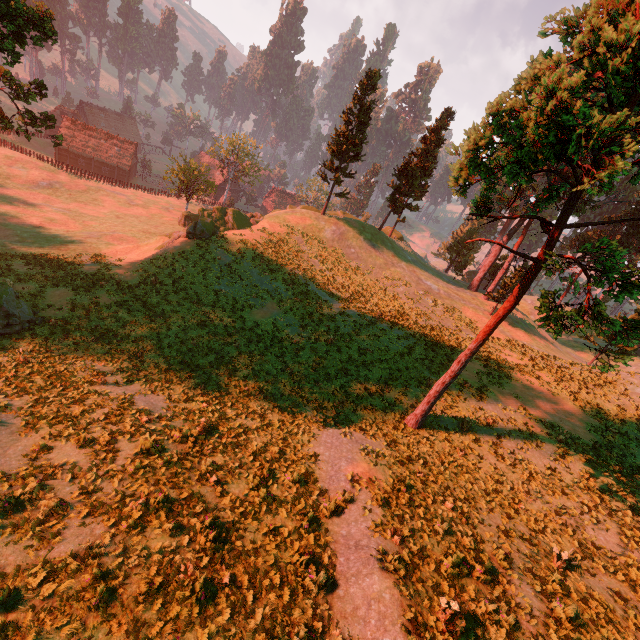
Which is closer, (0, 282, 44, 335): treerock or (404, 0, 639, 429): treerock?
(404, 0, 639, 429): treerock

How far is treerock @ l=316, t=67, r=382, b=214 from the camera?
35.6m

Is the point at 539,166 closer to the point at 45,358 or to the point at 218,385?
the point at 218,385

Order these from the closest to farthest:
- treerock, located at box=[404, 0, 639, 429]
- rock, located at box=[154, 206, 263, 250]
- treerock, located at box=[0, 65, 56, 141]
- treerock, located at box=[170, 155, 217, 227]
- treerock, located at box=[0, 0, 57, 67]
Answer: treerock, located at box=[404, 0, 639, 429] → treerock, located at box=[0, 0, 57, 67] → treerock, located at box=[0, 65, 56, 141] → rock, located at box=[154, 206, 263, 250] → treerock, located at box=[170, 155, 217, 227]

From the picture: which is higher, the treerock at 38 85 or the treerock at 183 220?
the treerock at 38 85

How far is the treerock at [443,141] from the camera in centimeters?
3947cm
